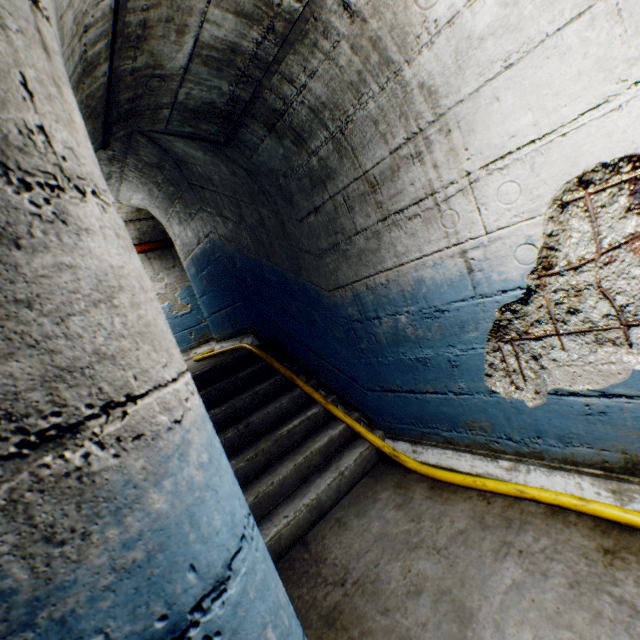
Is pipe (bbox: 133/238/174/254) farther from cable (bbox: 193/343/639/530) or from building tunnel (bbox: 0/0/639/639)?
cable (bbox: 193/343/639/530)

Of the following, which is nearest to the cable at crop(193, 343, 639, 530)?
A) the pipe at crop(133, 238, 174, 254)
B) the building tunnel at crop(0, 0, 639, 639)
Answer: the building tunnel at crop(0, 0, 639, 639)

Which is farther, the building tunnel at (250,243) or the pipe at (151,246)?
the pipe at (151,246)

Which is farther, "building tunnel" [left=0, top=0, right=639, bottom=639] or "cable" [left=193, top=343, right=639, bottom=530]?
"cable" [left=193, top=343, right=639, bottom=530]

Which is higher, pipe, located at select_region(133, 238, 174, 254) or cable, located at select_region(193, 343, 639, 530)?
→ pipe, located at select_region(133, 238, 174, 254)

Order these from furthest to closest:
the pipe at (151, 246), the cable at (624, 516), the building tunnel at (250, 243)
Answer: the pipe at (151, 246) → the cable at (624, 516) → the building tunnel at (250, 243)

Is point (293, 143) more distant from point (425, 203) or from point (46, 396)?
point (46, 396)

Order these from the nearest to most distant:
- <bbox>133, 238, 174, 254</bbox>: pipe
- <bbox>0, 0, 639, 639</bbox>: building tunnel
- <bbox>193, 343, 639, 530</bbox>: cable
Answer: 1. <bbox>0, 0, 639, 639</bbox>: building tunnel
2. <bbox>193, 343, 639, 530</bbox>: cable
3. <bbox>133, 238, 174, 254</bbox>: pipe
